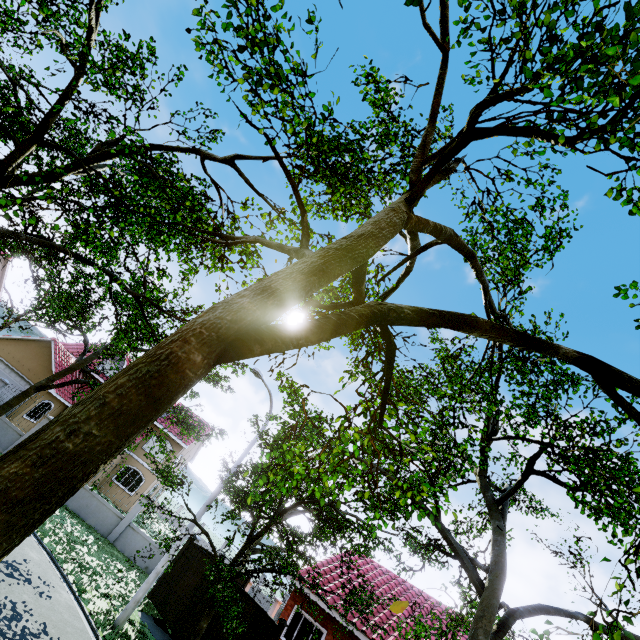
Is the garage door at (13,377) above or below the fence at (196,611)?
above

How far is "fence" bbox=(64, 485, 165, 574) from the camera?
16.9m

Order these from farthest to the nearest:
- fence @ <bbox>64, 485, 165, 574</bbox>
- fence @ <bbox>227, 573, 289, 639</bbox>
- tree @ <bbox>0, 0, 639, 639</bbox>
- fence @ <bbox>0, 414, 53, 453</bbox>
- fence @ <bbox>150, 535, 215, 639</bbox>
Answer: fence @ <bbox>0, 414, 53, 453</bbox> → fence @ <bbox>64, 485, 165, 574</bbox> → fence @ <bbox>150, 535, 215, 639</bbox> → fence @ <bbox>227, 573, 289, 639</bbox> → tree @ <bbox>0, 0, 639, 639</bbox>

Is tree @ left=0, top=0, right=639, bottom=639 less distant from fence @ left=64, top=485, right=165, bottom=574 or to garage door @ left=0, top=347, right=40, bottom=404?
fence @ left=64, top=485, right=165, bottom=574

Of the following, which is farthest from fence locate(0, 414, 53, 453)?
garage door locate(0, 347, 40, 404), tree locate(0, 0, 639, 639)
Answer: garage door locate(0, 347, 40, 404)

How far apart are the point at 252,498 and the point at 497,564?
6.89m

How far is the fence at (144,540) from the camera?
16.94m
